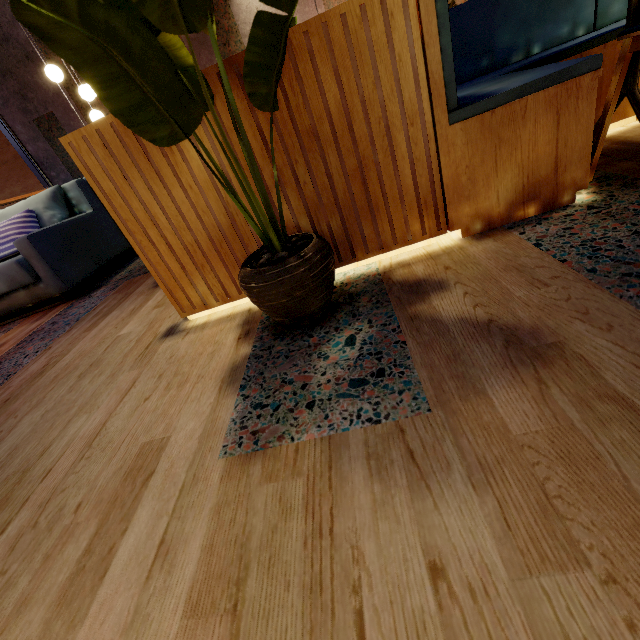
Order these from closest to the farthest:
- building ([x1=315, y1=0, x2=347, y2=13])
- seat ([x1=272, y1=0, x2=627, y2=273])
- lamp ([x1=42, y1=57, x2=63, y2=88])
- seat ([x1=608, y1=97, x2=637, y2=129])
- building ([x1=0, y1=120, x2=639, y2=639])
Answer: building ([x1=0, y1=120, x2=639, y2=639]), seat ([x1=272, y1=0, x2=627, y2=273]), seat ([x1=608, y1=97, x2=637, y2=129]), lamp ([x1=42, y1=57, x2=63, y2=88]), building ([x1=315, y1=0, x2=347, y2=13])

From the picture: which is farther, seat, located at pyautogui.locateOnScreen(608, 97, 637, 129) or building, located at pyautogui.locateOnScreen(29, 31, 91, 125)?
building, located at pyautogui.locateOnScreen(29, 31, 91, 125)

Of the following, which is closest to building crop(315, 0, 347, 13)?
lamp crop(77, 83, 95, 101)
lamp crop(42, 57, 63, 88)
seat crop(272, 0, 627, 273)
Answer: seat crop(272, 0, 627, 273)

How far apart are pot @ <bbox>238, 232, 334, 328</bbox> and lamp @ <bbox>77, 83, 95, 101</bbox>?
5.3 meters

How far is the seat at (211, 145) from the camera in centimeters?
107cm

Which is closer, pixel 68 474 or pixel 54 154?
pixel 68 474

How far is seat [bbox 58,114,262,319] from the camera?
1.1 meters

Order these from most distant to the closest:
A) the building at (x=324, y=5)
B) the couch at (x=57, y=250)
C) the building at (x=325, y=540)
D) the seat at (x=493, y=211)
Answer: the building at (x=324, y=5)
the couch at (x=57, y=250)
the seat at (x=493, y=211)
the building at (x=325, y=540)
